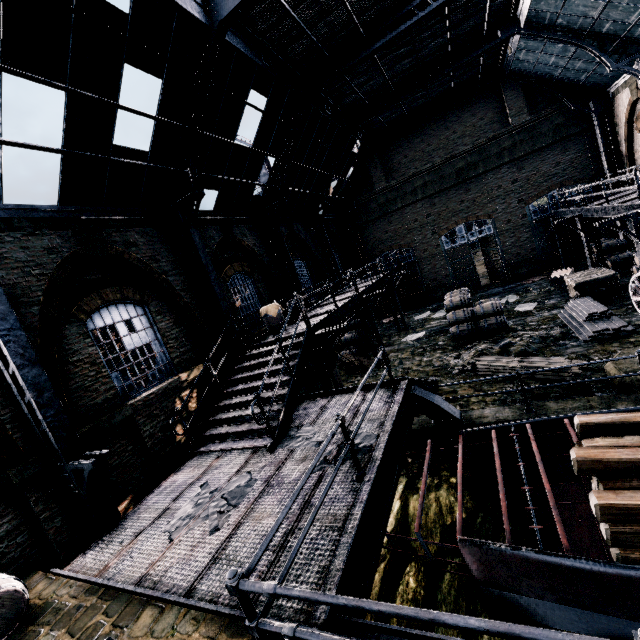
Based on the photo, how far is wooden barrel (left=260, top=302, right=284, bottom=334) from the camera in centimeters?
1288cm

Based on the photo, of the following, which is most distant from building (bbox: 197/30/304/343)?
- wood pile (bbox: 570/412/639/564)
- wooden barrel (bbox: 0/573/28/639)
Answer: wood pile (bbox: 570/412/639/564)

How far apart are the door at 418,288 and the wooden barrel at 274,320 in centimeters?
1626cm

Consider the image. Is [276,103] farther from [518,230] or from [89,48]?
[518,230]

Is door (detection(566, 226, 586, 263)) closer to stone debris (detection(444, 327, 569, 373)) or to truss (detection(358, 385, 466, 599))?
stone debris (detection(444, 327, 569, 373))

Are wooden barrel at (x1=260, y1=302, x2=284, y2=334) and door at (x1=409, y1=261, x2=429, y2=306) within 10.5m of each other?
no

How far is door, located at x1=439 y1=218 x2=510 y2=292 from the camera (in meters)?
23.97

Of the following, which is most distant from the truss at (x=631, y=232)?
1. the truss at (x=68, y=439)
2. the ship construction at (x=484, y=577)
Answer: the truss at (x=68, y=439)
